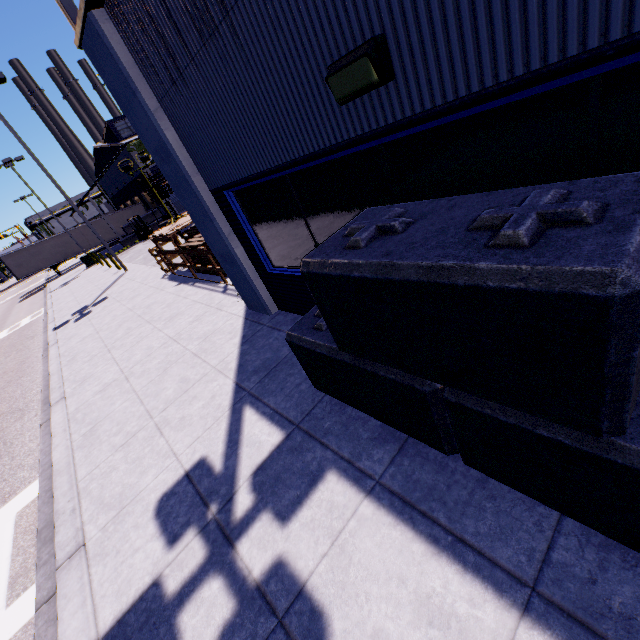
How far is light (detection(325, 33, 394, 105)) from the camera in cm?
217

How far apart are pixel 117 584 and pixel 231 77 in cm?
530

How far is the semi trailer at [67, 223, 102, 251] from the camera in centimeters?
3655cm

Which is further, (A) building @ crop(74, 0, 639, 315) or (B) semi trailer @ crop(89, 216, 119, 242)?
(B) semi trailer @ crop(89, 216, 119, 242)

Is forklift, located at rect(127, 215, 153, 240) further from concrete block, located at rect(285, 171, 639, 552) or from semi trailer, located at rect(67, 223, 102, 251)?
concrete block, located at rect(285, 171, 639, 552)

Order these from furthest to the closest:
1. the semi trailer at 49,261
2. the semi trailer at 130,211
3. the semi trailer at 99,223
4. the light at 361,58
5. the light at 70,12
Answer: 1. the semi trailer at 130,211
2. the semi trailer at 99,223
3. the semi trailer at 49,261
4. the light at 70,12
5. the light at 361,58

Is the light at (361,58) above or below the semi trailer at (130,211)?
above

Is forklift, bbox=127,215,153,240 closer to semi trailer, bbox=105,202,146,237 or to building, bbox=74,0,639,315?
semi trailer, bbox=105,202,146,237
